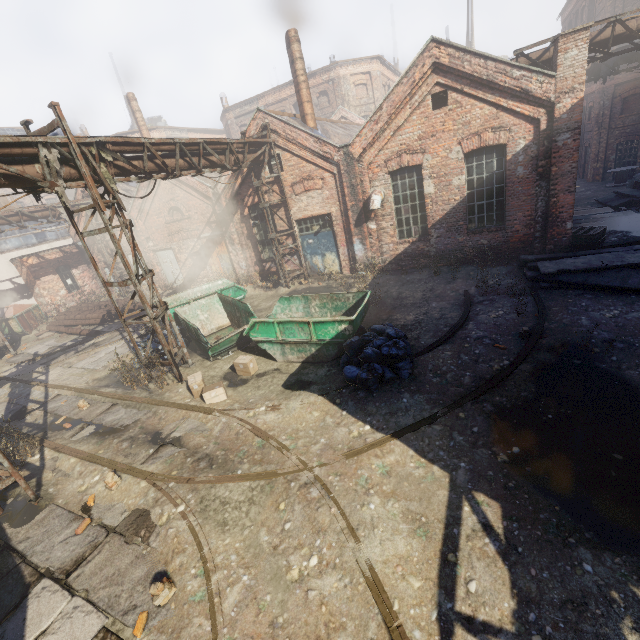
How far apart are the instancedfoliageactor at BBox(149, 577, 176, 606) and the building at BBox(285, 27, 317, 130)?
16.3m

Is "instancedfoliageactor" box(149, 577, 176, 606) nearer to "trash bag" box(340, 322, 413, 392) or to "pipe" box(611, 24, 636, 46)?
"trash bag" box(340, 322, 413, 392)

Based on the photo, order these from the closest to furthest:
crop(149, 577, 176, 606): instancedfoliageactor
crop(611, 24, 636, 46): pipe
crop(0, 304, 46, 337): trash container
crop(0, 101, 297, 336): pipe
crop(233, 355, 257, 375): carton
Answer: crop(149, 577, 176, 606): instancedfoliageactor, crop(0, 101, 297, 336): pipe, crop(233, 355, 257, 375): carton, crop(611, 24, 636, 46): pipe, crop(0, 304, 46, 337): trash container

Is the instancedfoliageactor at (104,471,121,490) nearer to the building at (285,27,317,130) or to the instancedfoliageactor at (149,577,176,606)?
the instancedfoliageactor at (149,577,176,606)

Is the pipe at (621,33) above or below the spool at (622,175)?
above

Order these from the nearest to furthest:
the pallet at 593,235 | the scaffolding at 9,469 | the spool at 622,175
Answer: the scaffolding at 9,469 → the pallet at 593,235 → the spool at 622,175

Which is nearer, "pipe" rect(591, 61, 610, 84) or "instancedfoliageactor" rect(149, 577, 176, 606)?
"instancedfoliageactor" rect(149, 577, 176, 606)

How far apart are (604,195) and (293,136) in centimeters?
1794cm
